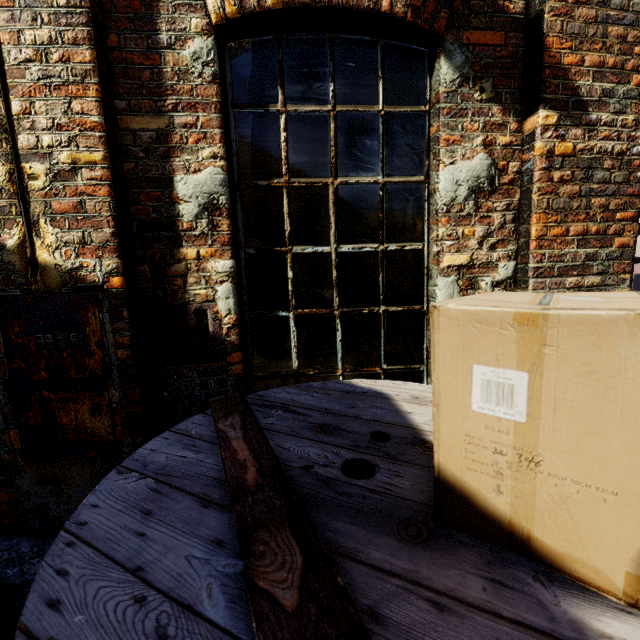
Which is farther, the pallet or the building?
the building

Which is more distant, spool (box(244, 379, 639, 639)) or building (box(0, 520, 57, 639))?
building (box(0, 520, 57, 639))

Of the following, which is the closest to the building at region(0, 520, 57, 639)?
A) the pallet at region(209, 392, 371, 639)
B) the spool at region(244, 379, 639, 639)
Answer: the spool at region(244, 379, 639, 639)

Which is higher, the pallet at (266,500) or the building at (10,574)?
the pallet at (266,500)

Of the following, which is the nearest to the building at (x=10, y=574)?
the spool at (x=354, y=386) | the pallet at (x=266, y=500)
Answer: the spool at (x=354, y=386)

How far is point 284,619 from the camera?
0.5 meters

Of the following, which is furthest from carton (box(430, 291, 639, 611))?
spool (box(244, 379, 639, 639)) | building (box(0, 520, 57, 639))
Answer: building (box(0, 520, 57, 639))

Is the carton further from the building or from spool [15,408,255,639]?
the building
